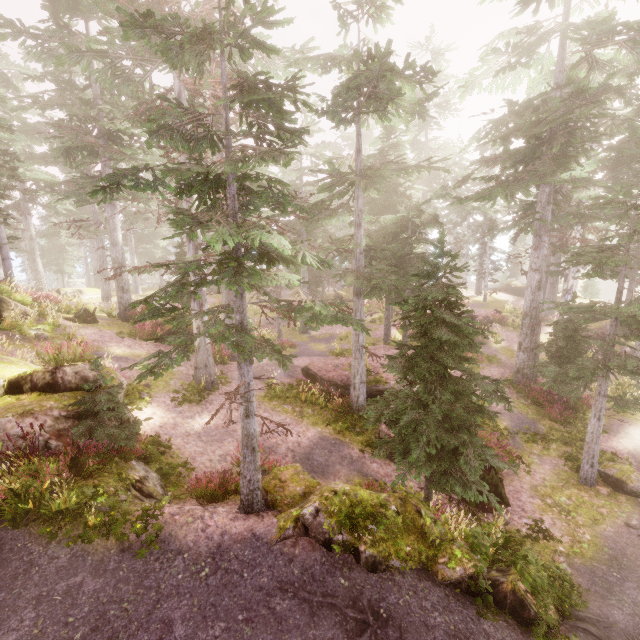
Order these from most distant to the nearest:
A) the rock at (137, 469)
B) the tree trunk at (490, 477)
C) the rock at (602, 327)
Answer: the rock at (602, 327), the tree trunk at (490, 477), the rock at (137, 469)

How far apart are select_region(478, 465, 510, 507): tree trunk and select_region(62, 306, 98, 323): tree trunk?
19.8m

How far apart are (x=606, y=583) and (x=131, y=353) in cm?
1919

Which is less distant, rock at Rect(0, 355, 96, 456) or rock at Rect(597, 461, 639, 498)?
rock at Rect(0, 355, 96, 456)

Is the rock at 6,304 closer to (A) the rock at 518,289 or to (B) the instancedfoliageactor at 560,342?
(B) the instancedfoliageactor at 560,342

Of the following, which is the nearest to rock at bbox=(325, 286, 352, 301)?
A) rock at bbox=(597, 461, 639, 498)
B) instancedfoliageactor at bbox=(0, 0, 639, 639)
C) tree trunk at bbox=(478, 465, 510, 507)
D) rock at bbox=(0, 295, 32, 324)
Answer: instancedfoliageactor at bbox=(0, 0, 639, 639)

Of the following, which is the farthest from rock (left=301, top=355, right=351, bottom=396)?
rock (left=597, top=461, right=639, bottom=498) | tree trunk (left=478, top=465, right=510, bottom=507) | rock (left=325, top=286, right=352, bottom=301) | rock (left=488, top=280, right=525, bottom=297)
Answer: rock (left=325, top=286, right=352, bottom=301)

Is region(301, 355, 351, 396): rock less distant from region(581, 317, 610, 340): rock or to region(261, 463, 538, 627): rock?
region(261, 463, 538, 627): rock
